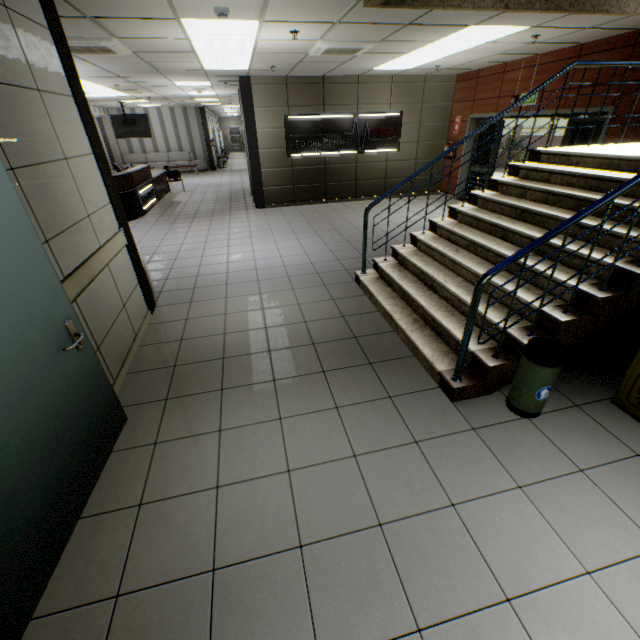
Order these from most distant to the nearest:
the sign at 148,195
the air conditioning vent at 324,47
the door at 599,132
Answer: the sign at 148,195 < the door at 599,132 < the air conditioning vent at 324,47

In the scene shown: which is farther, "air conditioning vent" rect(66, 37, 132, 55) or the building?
Result: "air conditioning vent" rect(66, 37, 132, 55)

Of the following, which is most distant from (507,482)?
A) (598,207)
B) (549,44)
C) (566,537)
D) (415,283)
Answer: (549,44)

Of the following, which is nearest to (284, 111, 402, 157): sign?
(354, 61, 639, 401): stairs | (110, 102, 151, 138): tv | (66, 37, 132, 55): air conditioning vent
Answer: (66, 37, 132, 55): air conditioning vent

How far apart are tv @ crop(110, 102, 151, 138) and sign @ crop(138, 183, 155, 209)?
4.35m

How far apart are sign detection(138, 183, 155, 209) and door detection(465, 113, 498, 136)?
9.6 meters

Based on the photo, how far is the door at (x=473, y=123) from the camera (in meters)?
8.38

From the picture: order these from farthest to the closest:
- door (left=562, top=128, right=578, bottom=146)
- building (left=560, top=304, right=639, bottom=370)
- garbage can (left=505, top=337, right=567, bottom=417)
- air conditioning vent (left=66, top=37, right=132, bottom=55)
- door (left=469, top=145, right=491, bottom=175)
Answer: door (left=469, top=145, right=491, bottom=175) < door (left=562, top=128, right=578, bottom=146) < air conditioning vent (left=66, top=37, right=132, bottom=55) < building (left=560, top=304, right=639, bottom=370) < garbage can (left=505, top=337, right=567, bottom=417)
